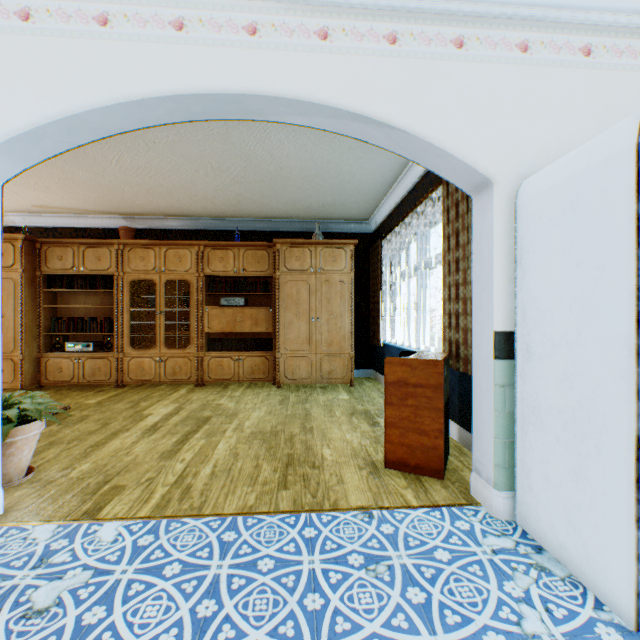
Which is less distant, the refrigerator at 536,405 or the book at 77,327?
the refrigerator at 536,405

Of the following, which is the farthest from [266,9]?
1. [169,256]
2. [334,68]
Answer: [169,256]

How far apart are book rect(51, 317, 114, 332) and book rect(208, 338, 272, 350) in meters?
1.7 m

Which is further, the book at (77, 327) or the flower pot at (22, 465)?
the book at (77, 327)

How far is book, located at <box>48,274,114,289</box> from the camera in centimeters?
565cm

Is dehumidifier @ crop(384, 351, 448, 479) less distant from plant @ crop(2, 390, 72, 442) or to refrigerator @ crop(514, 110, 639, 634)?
refrigerator @ crop(514, 110, 639, 634)

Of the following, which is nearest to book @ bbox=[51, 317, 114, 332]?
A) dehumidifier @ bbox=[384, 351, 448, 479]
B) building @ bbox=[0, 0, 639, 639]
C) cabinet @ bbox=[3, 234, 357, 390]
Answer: cabinet @ bbox=[3, 234, 357, 390]

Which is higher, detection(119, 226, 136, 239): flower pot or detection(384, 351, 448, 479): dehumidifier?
detection(119, 226, 136, 239): flower pot
